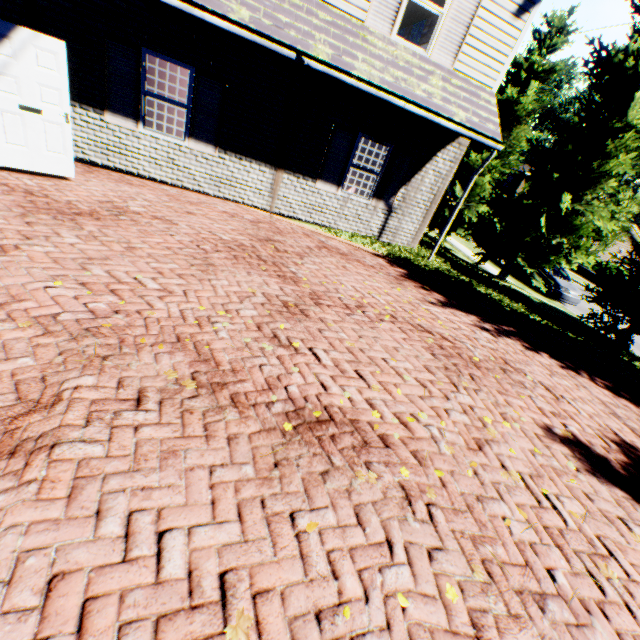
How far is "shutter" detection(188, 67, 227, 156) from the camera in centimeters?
A: 710cm

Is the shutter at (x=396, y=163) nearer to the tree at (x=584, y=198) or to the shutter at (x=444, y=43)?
the shutter at (x=444, y=43)

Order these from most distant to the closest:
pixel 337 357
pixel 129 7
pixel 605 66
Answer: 1. pixel 605 66
2. pixel 129 7
3. pixel 337 357

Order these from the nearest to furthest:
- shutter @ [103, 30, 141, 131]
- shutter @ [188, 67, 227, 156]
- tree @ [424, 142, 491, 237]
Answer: shutter @ [103, 30, 141, 131] < shutter @ [188, 67, 227, 156] < tree @ [424, 142, 491, 237]

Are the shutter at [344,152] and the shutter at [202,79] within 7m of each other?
yes

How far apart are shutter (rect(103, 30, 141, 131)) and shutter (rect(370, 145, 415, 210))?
5.9m

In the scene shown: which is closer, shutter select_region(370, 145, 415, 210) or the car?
shutter select_region(370, 145, 415, 210)

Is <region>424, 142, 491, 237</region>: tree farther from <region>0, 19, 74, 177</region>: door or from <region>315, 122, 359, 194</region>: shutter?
<region>0, 19, 74, 177</region>: door
